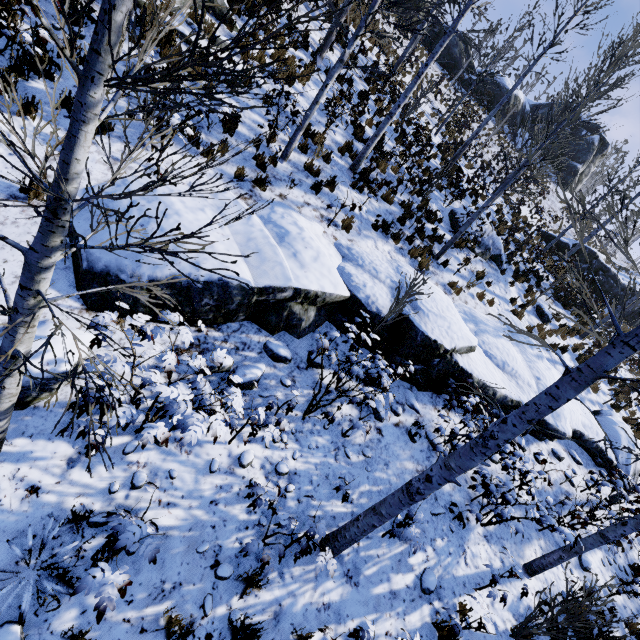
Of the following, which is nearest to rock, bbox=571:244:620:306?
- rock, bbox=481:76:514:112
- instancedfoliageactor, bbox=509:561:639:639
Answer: instancedfoliageactor, bbox=509:561:639:639

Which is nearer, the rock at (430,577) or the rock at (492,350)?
the rock at (430,577)

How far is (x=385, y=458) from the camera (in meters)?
5.86

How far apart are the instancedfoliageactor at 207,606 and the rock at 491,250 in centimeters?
1253cm

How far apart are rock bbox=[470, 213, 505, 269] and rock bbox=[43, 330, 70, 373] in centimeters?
1210cm

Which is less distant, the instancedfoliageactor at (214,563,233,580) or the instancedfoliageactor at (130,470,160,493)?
the instancedfoliageactor at (130,470,160,493)

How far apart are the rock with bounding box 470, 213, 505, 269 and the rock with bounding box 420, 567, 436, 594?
10.7 meters

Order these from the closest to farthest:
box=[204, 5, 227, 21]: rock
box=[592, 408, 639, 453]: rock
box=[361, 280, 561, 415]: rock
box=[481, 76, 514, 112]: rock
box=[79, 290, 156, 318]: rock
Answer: box=[79, 290, 156, 318]: rock, box=[361, 280, 561, 415]: rock, box=[204, 5, 227, 21]: rock, box=[592, 408, 639, 453]: rock, box=[481, 76, 514, 112]: rock
